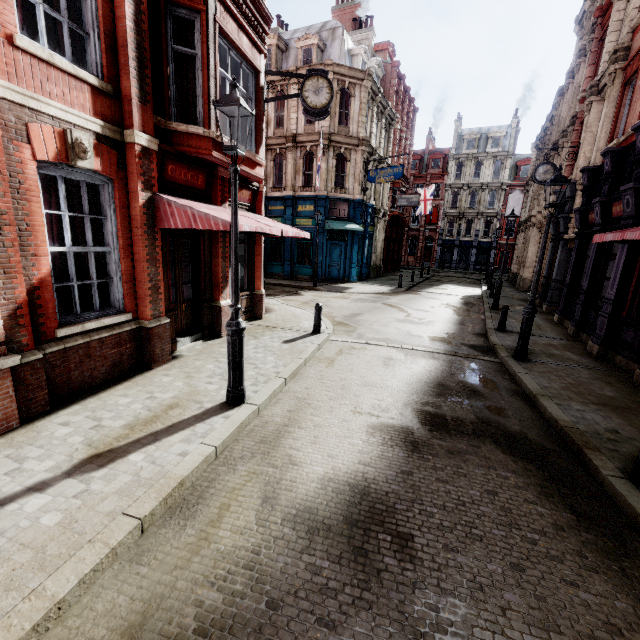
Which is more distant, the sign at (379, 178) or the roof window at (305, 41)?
the roof window at (305, 41)

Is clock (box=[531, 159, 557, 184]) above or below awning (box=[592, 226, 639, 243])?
above

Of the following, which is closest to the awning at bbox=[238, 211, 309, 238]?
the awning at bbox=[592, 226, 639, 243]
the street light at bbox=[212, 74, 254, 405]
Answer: the street light at bbox=[212, 74, 254, 405]

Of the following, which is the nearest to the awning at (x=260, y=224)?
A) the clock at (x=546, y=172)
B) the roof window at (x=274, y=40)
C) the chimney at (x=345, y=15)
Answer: the clock at (x=546, y=172)

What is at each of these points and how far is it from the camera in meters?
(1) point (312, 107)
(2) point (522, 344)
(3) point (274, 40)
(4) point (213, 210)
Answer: (1) clock, 10.2
(2) street light, 8.6
(3) roof window, 22.5
(4) awning, 7.5

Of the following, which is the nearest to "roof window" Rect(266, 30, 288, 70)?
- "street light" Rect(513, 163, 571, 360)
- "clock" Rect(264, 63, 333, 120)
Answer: "clock" Rect(264, 63, 333, 120)

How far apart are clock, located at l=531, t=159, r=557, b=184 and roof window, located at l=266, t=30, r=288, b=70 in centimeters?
1813cm

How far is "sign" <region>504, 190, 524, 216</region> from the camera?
28.3 meters
